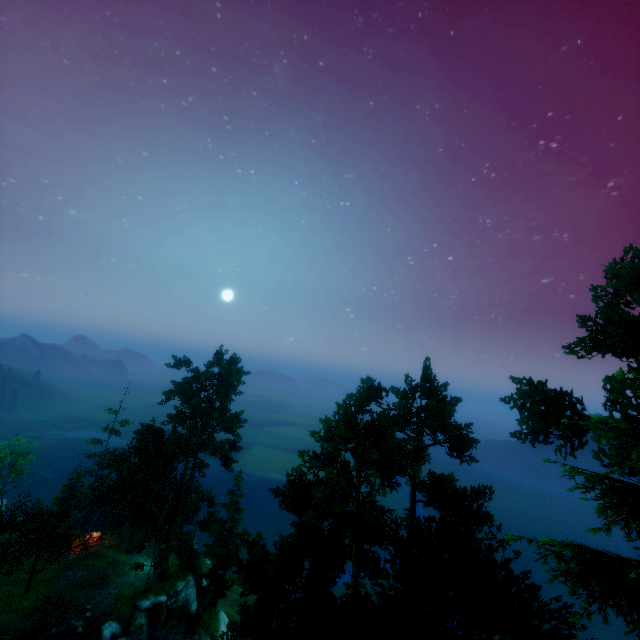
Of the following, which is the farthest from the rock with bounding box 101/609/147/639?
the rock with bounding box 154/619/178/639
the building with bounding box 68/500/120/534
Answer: the building with bounding box 68/500/120/534

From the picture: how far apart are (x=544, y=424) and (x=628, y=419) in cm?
484

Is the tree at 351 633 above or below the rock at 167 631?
above

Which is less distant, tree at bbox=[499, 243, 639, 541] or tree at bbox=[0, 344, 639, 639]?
tree at bbox=[499, 243, 639, 541]

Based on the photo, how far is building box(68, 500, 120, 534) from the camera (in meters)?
37.59

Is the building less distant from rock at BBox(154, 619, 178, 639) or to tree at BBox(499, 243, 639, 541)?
tree at BBox(499, 243, 639, 541)

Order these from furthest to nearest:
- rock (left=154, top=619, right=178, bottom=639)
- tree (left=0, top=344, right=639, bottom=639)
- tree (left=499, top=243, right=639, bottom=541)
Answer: rock (left=154, top=619, right=178, bottom=639) < tree (left=0, top=344, right=639, bottom=639) < tree (left=499, top=243, right=639, bottom=541)

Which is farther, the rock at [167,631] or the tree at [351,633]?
the rock at [167,631]
